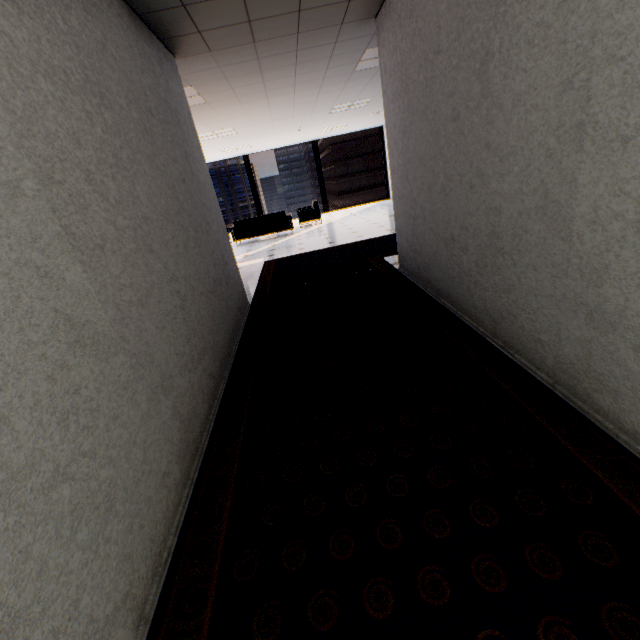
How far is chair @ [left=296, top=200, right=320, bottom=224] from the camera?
11.4m

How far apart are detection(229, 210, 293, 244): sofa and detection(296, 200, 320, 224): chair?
0.6 meters

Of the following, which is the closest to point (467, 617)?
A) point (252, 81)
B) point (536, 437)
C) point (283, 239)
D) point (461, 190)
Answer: point (536, 437)

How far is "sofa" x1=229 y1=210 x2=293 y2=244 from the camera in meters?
10.2 m

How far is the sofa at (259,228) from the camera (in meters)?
10.17

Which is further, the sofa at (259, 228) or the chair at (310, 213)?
the chair at (310, 213)

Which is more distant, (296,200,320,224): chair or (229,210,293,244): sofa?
(296,200,320,224): chair
